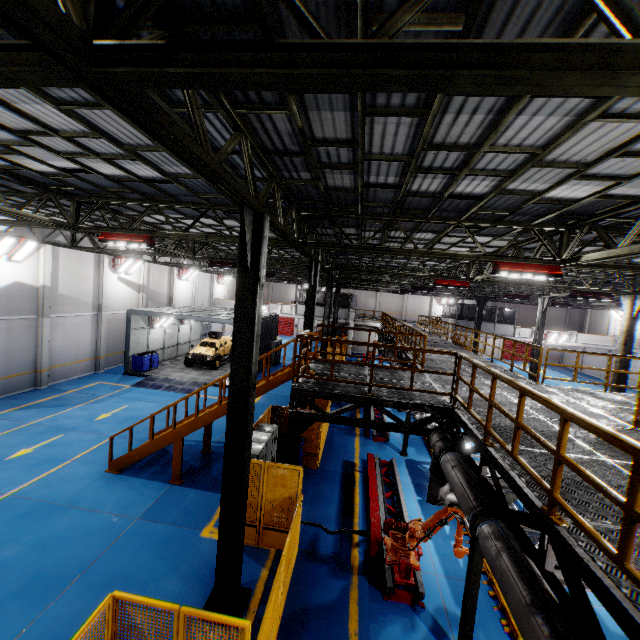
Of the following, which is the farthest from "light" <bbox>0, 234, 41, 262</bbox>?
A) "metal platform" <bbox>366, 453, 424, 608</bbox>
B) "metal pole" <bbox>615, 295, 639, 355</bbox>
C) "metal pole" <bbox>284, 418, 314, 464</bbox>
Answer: "metal pole" <bbox>615, 295, 639, 355</bbox>

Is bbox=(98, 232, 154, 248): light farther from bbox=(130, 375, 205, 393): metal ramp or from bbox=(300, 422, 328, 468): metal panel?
bbox=(130, 375, 205, 393): metal ramp

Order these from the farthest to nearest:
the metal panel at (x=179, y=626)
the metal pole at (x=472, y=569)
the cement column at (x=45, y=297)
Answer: the cement column at (x=45, y=297)
the metal pole at (x=472, y=569)
the metal panel at (x=179, y=626)

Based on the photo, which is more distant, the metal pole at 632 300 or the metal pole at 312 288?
the metal pole at 632 300

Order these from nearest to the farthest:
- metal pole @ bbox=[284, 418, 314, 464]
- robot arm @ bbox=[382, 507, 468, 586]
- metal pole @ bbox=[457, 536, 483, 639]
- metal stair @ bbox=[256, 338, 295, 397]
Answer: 1. metal pole @ bbox=[457, 536, 483, 639]
2. robot arm @ bbox=[382, 507, 468, 586]
3. metal pole @ bbox=[284, 418, 314, 464]
4. metal stair @ bbox=[256, 338, 295, 397]

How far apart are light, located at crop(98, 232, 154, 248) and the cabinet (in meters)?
6.81

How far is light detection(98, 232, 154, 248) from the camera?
10.2 meters

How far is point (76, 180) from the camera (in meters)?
9.02
